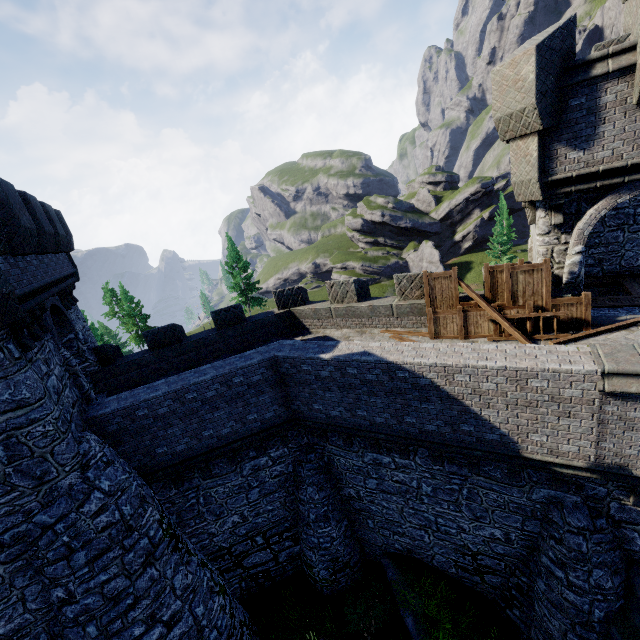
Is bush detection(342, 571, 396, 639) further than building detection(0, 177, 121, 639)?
Yes

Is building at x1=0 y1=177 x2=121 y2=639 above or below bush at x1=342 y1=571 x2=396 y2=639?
above

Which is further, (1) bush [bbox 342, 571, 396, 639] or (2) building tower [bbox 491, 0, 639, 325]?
(1) bush [bbox 342, 571, 396, 639]

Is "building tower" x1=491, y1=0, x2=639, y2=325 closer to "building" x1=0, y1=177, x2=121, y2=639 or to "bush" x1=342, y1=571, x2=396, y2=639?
"bush" x1=342, y1=571, x2=396, y2=639

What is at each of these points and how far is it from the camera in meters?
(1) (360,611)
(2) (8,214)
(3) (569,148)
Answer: (1) bush, 11.7 m
(2) building, 7.6 m
(3) building tower, 8.3 m

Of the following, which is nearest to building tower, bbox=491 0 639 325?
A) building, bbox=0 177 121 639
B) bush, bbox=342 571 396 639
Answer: bush, bbox=342 571 396 639

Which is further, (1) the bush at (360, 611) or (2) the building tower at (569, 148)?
(1) the bush at (360, 611)

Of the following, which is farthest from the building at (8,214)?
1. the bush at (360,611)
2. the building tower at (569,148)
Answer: the building tower at (569,148)
